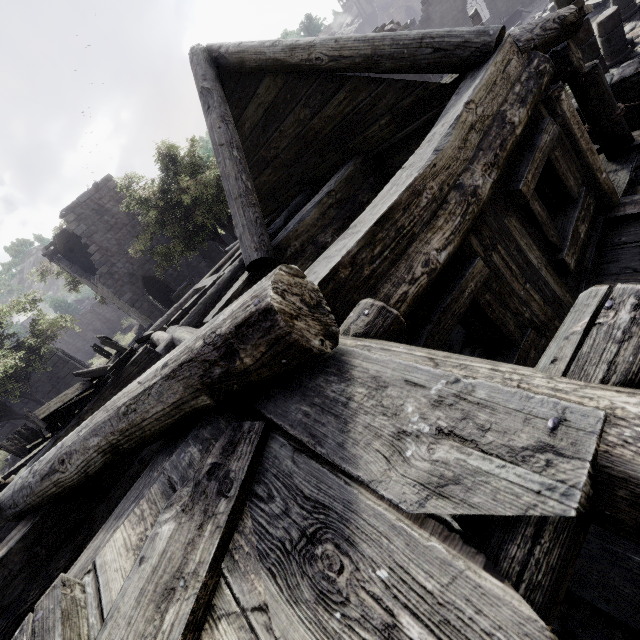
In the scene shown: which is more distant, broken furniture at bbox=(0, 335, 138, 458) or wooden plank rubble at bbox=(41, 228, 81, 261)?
wooden plank rubble at bbox=(41, 228, 81, 261)

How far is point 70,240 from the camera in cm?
2239

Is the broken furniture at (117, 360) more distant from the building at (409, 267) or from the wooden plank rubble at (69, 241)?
the wooden plank rubble at (69, 241)

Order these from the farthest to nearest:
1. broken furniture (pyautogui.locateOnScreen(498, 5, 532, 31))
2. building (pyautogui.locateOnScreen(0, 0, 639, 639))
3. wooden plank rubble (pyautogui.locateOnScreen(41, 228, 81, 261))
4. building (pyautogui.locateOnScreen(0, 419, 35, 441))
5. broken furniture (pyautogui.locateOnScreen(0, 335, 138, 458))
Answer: broken furniture (pyautogui.locateOnScreen(498, 5, 532, 31))
wooden plank rubble (pyautogui.locateOnScreen(41, 228, 81, 261))
building (pyautogui.locateOnScreen(0, 419, 35, 441))
broken furniture (pyautogui.locateOnScreen(0, 335, 138, 458))
building (pyautogui.locateOnScreen(0, 0, 639, 639))

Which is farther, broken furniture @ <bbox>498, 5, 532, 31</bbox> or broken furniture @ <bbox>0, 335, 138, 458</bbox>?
broken furniture @ <bbox>498, 5, 532, 31</bbox>

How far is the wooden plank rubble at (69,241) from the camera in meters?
20.0

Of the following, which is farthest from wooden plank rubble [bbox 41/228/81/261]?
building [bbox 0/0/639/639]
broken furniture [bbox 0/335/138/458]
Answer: broken furniture [bbox 0/335/138/458]

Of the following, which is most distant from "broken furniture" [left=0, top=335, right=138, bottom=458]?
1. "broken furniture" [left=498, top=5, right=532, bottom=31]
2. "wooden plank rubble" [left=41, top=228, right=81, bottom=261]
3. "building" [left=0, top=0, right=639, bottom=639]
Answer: "broken furniture" [left=498, top=5, right=532, bottom=31]
